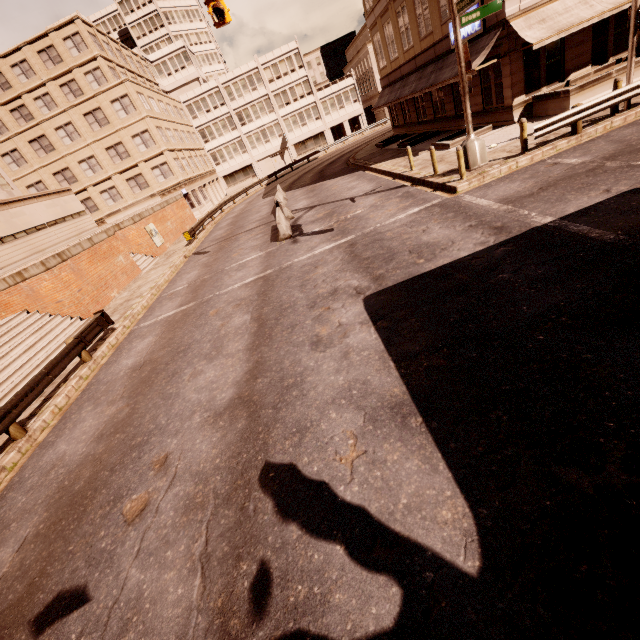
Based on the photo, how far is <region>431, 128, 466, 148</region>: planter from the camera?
18.3 meters

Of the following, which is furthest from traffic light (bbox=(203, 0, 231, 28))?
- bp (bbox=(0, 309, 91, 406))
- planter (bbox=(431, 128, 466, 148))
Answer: bp (bbox=(0, 309, 91, 406))

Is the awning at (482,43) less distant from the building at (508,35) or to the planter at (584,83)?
the building at (508,35)

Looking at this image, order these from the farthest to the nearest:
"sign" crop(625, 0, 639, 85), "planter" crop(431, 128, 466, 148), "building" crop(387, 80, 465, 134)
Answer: "building" crop(387, 80, 465, 134), "planter" crop(431, 128, 466, 148), "sign" crop(625, 0, 639, 85)

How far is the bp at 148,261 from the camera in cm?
2323

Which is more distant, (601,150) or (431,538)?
(601,150)

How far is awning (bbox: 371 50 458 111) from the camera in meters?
19.3

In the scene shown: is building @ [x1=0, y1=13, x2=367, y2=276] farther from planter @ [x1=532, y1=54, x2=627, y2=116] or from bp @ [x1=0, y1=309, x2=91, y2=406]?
planter @ [x1=532, y1=54, x2=627, y2=116]
